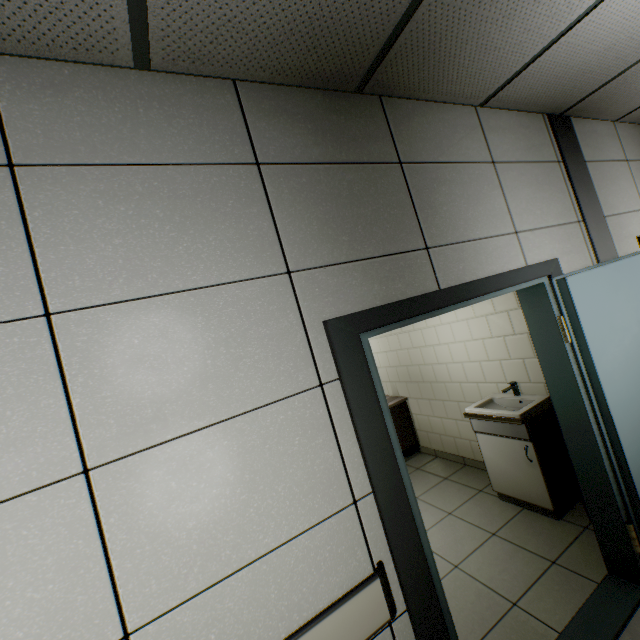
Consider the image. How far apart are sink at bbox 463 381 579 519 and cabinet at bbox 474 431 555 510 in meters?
0.0

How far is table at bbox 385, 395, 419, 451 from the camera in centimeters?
482cm

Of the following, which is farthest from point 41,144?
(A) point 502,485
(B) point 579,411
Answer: (A) point 502,485

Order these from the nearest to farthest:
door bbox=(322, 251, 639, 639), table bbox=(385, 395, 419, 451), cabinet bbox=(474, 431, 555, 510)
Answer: door bbox=(322, 251, 639, 639), cabinet bbox=(474, 431, 555, 510), table bbox=(385, 395, 419, 451)

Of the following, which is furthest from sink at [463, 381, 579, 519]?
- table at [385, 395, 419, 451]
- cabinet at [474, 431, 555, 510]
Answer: table at [385, 395, 419, 451]

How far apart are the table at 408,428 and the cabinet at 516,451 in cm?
156

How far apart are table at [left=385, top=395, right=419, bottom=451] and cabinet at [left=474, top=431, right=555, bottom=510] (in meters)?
1.56

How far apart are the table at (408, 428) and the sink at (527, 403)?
1.49m
